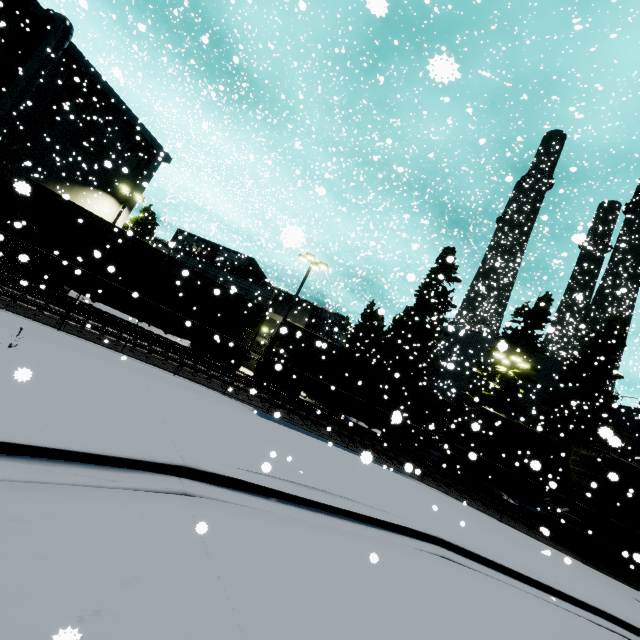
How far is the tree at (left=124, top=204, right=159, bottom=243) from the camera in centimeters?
2945cm

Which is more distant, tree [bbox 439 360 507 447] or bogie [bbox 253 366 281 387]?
tree [bbox 439 360 507 447]

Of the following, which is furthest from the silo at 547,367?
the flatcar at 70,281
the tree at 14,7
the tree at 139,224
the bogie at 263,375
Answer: the tree at 139,224

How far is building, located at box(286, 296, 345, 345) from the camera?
28.58m

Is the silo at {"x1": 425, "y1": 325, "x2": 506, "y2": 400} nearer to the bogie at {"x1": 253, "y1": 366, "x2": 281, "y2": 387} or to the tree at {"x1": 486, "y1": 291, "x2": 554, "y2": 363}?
the tree at {"x1": 486, "y1": 291, "x2": 554, "y2": 363}

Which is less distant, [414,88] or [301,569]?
[301,569]

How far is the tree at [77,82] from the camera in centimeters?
2364cm

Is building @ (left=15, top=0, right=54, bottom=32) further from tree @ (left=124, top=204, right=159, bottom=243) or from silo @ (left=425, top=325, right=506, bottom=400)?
tree @ (left=124, top=204, right=159, bottom=243)
